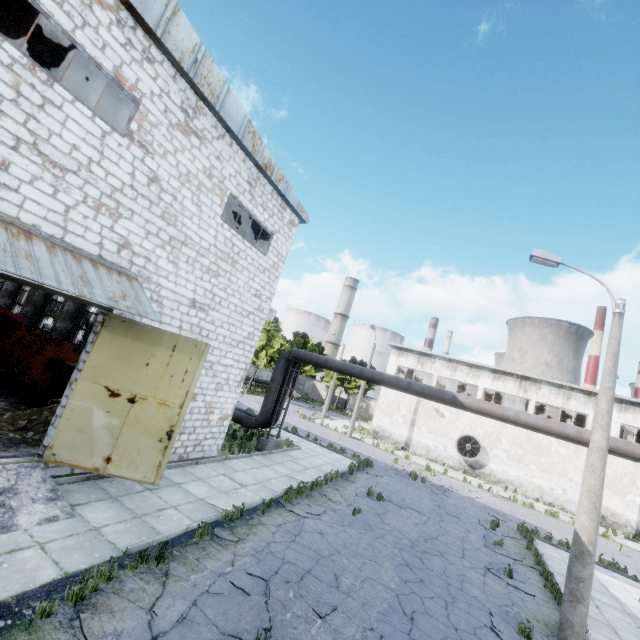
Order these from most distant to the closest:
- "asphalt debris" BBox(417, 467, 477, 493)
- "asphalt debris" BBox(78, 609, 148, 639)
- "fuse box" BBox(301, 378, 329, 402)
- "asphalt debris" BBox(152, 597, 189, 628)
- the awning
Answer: "fuse box" BBox(301, 378, 329, 402) < "asphalt debris" BBox(417, 467, 477, 493) < the awning < "asphalt debris" BBox(152, 597, 189, 628) < "asphalt debris" BBox(78, 609, 148, 639)

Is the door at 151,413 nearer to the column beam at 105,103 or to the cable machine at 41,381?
the cable machine at 41,381

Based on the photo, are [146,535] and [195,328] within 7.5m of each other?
yes

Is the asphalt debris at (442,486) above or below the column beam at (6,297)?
below

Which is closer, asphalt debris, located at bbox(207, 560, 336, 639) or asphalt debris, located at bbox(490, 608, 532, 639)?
asphalt debris, located at bbox(207, 560, 336, 639)

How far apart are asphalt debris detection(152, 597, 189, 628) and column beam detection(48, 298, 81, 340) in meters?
19.2 m

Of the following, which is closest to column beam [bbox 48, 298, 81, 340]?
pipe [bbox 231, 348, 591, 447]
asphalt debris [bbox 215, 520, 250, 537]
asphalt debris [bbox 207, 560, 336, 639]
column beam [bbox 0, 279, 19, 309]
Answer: pipe [bbox 231, 348, 591, 447]

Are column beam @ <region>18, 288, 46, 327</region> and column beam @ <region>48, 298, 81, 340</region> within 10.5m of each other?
yes
